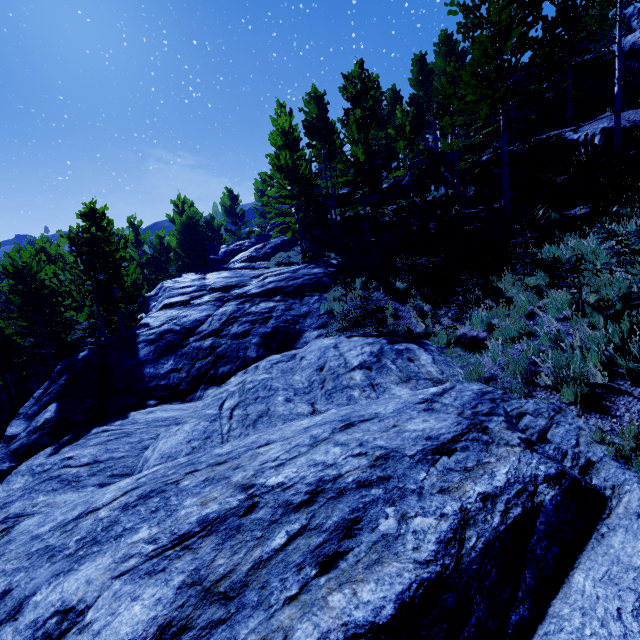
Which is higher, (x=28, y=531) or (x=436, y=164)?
(x=436, y=164)

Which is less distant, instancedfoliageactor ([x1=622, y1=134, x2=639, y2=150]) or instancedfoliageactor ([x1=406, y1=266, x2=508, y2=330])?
instancedfoliageactor ([x1=406, y1=266, x2=508, y2=330])

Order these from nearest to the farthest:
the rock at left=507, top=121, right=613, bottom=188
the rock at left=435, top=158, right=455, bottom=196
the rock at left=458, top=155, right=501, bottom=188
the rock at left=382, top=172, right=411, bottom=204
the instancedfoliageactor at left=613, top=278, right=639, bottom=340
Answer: the instancedfoliageactor at left=613, top=278, right=639, bottom=340 < the rock at left=507, top=121, right=613, bottom=188 < the rock at left=458, top=155, right=501, bottom=188 < the rock at left=435, top=158, right=455, bottom=196 < the rock at left=382, top=172, right=411, bottom=204

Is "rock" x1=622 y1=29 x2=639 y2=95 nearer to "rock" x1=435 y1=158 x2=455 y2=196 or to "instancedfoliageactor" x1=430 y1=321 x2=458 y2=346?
"instancedfoliageactor" x1=430 y1=321 x2=458 y2=346

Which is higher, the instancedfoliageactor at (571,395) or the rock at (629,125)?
the rock at (629,125)

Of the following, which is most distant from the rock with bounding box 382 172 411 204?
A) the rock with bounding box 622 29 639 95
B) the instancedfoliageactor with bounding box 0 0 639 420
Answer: the rock with bounding box 622 29 639 95

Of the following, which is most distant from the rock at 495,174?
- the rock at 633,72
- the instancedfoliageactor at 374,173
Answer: the rock at 633,72
